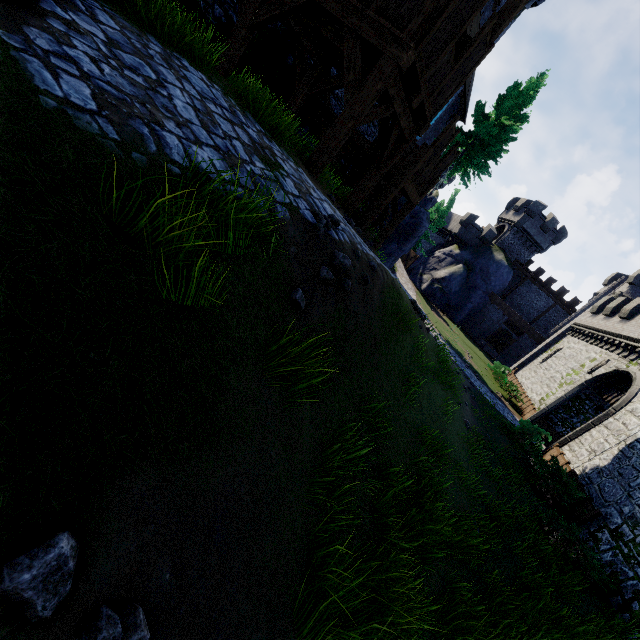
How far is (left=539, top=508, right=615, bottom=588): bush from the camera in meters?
9.1

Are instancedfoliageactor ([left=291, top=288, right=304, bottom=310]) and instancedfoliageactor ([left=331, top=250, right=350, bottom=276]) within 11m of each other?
yes

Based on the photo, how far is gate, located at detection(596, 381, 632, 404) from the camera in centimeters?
1845cm

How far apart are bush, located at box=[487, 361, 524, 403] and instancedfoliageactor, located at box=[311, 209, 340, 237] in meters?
27.9 m

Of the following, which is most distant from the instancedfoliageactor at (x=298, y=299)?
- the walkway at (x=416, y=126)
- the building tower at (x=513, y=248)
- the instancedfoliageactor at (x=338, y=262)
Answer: the building tower at (x=513, y=248)

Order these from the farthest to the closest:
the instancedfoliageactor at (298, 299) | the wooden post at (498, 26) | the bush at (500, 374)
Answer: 1. the bush at (500, 374)
2. the wooden post at (498, 26)
3. the instancedfoliageactor at (298, 299)

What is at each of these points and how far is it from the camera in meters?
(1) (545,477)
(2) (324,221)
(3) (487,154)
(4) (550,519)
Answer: (1) bush, 12.9
(2) instancedfoliageactor, 4.7
(3) tree, 30.6
(4) bush, 10.0

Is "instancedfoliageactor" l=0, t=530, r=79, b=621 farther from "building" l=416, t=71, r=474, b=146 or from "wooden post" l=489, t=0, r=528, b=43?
"building" l=416, t=71, r=474, b=146
